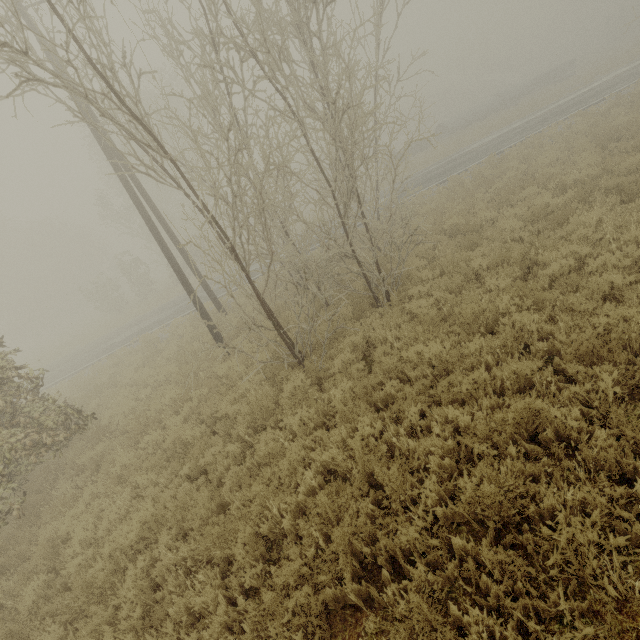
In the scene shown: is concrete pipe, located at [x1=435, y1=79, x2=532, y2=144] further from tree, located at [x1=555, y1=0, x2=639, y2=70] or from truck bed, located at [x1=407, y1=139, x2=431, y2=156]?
tree, located at [x1=555, y1=0, x2=639, y2=70]

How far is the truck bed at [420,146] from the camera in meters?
33.2 m

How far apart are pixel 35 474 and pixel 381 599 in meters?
9.7 m

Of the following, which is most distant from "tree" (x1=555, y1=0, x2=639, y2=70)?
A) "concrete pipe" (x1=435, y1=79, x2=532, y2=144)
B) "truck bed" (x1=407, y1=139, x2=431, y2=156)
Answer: "truck bed" (x1=407, y1=139, x2=431, y2=156)

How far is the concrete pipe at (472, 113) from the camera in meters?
34.6

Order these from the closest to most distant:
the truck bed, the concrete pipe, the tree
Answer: the truck bed, the concrete pipe, the tree
